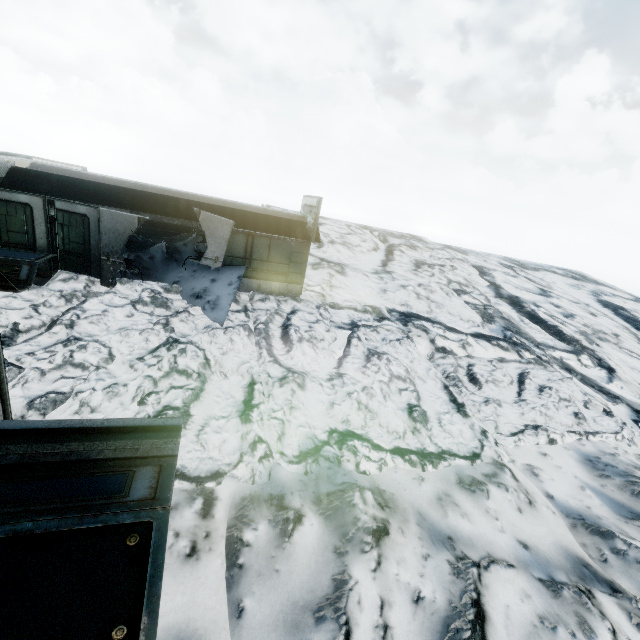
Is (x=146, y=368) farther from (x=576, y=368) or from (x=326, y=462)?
(x=576, y=368)

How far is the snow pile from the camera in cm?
1135

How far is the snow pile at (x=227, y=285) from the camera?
11.3m
